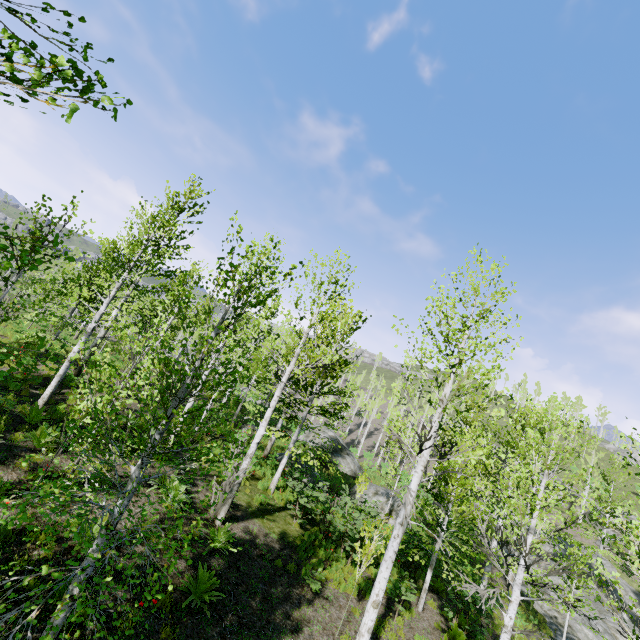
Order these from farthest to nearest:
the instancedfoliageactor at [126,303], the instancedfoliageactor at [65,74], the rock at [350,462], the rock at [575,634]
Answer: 1. the rock at [350,462]
2. the rock at [575,634]
3. the instancedfoliageactor at [126,303]
4. the instancedfoliageactor at [65,74]

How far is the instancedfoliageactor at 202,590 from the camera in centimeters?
635cm

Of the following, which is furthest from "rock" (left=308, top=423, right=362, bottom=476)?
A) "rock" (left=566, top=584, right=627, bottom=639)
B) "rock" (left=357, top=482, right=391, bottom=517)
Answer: "rock" (left=566, top=584, right=627, bottom=639)

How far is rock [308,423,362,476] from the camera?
26.6 meters

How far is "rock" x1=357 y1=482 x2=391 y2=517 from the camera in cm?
1898

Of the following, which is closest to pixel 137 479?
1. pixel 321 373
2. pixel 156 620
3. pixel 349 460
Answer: pixel 156 620

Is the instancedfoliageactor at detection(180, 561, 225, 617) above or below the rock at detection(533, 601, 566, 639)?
above

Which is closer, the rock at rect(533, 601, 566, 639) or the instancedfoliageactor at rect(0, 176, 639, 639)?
the instancedfoliageactor at rect(0, 176, 639, 639)
